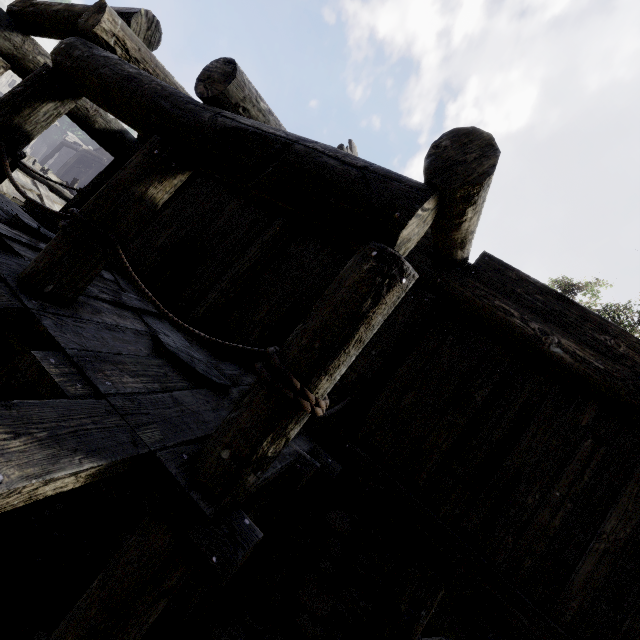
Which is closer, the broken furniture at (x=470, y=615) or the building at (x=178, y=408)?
the building at (x=178, y=408)

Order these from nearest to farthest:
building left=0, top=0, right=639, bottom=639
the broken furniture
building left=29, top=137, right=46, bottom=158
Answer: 1. building left=0, top=0, right=639, bottom=639
2. the broken furniture
3. building left=29, top=137, right=46, bottom=158

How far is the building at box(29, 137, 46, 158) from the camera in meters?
58.5

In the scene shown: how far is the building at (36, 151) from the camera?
58.50m

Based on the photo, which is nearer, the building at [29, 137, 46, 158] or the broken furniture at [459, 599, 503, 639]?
the broken furniture at [459, 599, 503, 639]

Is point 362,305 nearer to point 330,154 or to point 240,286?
point 330,154

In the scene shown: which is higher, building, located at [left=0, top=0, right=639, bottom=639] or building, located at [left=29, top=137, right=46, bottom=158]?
building, located at [left=29, top=137, right=46, bottom=158]

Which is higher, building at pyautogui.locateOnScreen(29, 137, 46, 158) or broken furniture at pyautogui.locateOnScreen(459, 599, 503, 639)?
building at pyautogui.locateOnScreen(29, 137, 46, 158)
